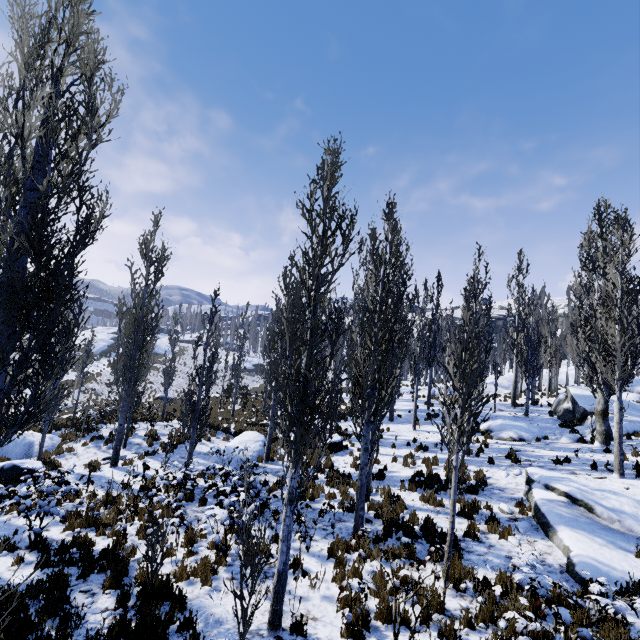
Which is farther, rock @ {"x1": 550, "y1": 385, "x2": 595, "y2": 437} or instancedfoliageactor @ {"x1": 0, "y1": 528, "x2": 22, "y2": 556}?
rock @ {"x1": 550, "y1": 385, "x2": 595, "y2": 437}

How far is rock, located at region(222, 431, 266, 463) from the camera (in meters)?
15.66

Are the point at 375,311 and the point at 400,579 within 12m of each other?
yes

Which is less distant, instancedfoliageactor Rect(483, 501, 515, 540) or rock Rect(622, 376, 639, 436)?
instancedfoliageactor Rect(483, 501, 515, 540)

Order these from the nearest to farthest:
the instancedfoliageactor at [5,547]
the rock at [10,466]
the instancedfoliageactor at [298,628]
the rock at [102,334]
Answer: the instancedfoliageactor at [5,547] < the instancedfoliageactor at [298,628] < the rock at [10,466] < the rock at [102,334]

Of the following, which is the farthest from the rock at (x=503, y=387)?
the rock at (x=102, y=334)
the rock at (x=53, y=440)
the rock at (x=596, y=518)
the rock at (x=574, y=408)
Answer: the rock at (x=102, y=334)

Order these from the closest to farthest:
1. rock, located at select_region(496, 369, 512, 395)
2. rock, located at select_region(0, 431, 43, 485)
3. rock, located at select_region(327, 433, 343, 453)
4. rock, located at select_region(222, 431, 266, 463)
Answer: rock, located at select_region(0, 431, 43, 485) < rock, located at select_region(222, 431, 266, 463) < rock, located at select_region(327, 433, 343, 453) < rock, located at select_region(496, 369, 512, 395)

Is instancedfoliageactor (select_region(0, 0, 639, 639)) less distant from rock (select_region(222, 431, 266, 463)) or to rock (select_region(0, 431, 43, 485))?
rock (select_region(222, 431, 266, 463))
